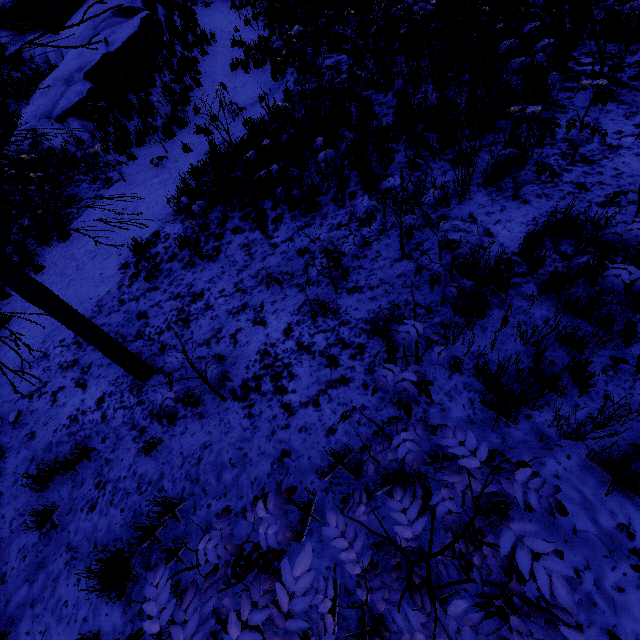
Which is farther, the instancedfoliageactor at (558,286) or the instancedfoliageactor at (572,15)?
the instancedfoliageactor at (572,15)

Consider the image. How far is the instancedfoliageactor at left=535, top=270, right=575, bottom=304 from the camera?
2.91m

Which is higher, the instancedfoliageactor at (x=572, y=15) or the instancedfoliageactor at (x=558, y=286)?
the instancedfoliageactor at (x=572, y=15)

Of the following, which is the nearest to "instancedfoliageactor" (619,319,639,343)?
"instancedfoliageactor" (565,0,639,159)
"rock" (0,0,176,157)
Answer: "instancedfoliageactor" (565,0,639,159)

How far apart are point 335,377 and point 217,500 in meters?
1.7

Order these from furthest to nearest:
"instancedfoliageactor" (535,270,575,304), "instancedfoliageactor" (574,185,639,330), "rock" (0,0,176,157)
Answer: "rock" (0,0,176,157) → "instancedfoliageactor" (535,270,575,304) → "instancedfoliageactor" (574,185,639,330)

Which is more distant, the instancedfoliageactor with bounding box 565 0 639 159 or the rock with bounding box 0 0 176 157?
the rock with bounding box 0 0 176 157

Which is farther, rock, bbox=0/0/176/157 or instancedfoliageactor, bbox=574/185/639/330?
rock, bbox=0/0/176/157
